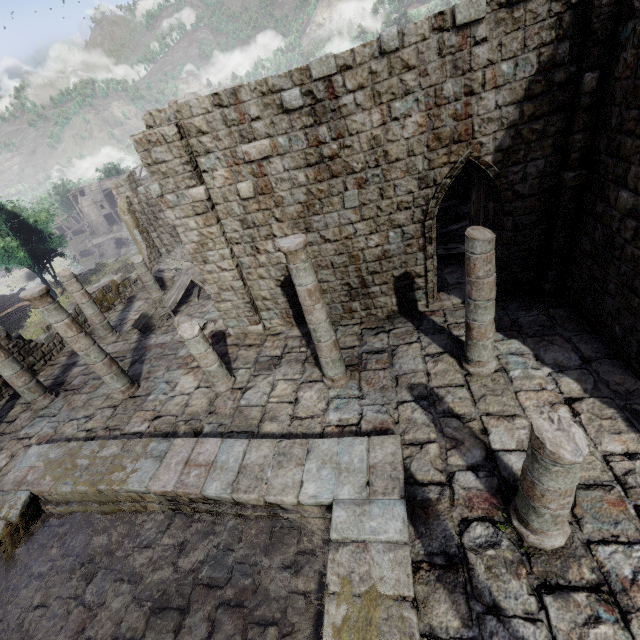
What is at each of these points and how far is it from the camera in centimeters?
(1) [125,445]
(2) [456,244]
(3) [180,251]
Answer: (1) building, 800cm
(2) broken furniture, 1223cm
(3) wooden plank rubble, 1969cm

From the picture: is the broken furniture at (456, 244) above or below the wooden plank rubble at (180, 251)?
below

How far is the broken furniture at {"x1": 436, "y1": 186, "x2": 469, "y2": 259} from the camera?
11.9m

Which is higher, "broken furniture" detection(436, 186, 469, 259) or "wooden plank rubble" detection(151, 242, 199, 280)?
"wooden plank rubble" detection(151, 242, 199, 280)

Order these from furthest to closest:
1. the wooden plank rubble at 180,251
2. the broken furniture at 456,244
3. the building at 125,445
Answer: the wooden plank rubble at 180,251 → the broken furniture at 456,244 → the building at 125,445

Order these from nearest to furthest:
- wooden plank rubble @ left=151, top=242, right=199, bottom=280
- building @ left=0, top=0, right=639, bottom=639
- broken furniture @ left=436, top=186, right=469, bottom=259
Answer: building @ left=0, top=0, right=639, bottom=639 < broken furniture @ left=436, top=186, right=469, bottom=259 < wooden plank rubble @ left=151, top=242, right=199, bottom=280

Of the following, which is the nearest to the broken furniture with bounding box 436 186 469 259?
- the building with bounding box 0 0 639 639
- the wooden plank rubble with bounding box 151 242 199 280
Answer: the building with bounding box 0 0 639 639
